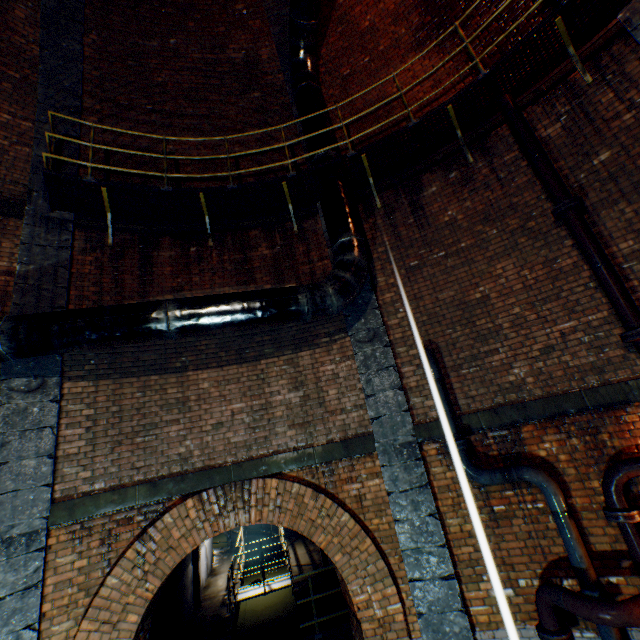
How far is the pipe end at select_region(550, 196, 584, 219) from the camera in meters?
4.6 m

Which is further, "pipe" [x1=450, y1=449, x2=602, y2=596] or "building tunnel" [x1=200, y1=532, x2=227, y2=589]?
"building tunnel" [x1=200, y1=532, x2=227, y2=589]

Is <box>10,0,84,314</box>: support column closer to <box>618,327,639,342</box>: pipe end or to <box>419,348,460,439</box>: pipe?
<box>419,348,460,439</box>: pipe

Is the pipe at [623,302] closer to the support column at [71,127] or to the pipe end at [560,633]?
the pipe end at [560,633]

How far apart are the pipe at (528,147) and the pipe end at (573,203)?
0.1 meters

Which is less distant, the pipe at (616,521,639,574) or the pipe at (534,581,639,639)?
the pipe at (534,581,639,639)

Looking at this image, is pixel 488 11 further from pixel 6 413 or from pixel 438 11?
pixel 6 413

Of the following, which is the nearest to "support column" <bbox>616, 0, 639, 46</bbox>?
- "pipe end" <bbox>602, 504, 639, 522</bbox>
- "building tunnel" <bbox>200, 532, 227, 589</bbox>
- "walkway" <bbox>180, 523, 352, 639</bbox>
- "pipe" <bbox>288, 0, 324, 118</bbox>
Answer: "pipe end" <bbox>602, 504, 639, 522</bbox>
